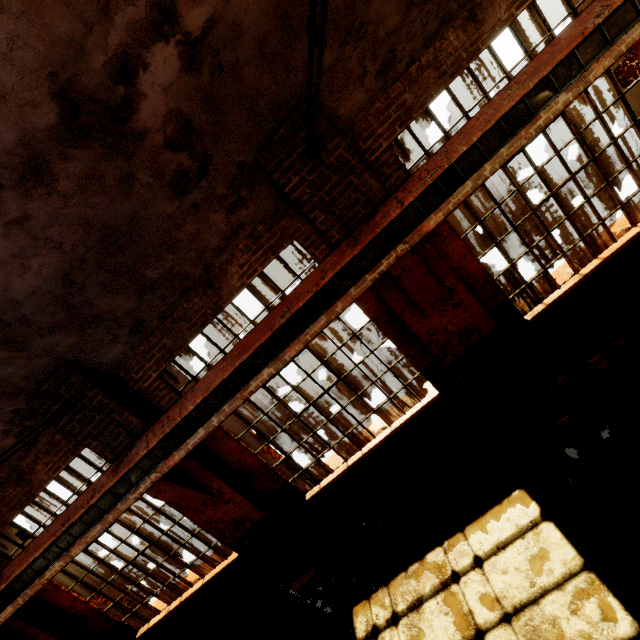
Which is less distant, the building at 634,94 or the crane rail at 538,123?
the crane rail at 538,123

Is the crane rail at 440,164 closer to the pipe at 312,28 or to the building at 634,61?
the building at 634,61

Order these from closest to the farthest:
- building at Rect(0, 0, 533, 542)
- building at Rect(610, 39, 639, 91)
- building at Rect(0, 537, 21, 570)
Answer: building at Rect(0, 0, 533, 542) → building at Rect(610, 39, 639, 91) → building at Rect(0, 537, 21, 570)

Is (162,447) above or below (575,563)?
above

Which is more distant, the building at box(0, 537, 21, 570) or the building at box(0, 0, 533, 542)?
the building at box(0, 537, 21, 570)

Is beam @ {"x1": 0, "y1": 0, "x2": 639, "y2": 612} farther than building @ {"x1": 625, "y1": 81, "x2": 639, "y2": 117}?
No

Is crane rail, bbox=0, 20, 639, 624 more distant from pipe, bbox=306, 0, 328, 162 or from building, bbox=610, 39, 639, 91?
pipe, bbox=306, 0, 328, 162
